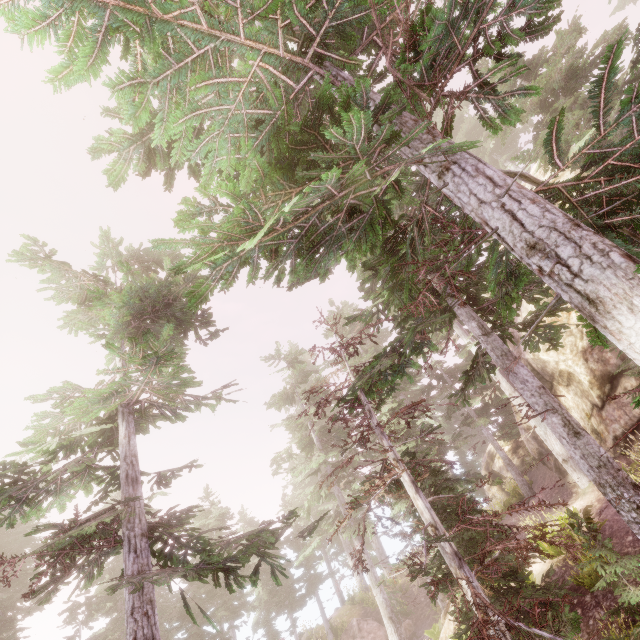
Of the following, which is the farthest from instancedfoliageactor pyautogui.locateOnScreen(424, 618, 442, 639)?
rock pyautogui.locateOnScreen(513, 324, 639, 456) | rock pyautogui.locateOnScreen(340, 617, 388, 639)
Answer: rock pyautogui.locateOnScreen(340, 617, 388, 639)

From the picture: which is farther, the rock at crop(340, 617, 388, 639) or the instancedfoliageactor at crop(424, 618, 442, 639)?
the rock at crop(340, 617, 388, 639)

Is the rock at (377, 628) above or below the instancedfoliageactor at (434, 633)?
above

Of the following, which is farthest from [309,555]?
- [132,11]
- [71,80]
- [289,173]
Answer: [132,11]

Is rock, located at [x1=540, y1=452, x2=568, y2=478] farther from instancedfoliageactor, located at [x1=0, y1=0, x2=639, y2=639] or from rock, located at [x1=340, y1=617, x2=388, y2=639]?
Answer: rock, located at [x1=340, y1=617, x2=388, y2=639]

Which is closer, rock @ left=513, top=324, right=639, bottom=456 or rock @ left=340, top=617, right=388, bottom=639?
rock @ left=513, top=324, right=639, bottom=456

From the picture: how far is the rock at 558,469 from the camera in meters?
16.4

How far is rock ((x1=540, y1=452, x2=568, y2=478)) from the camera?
16.4 meters
